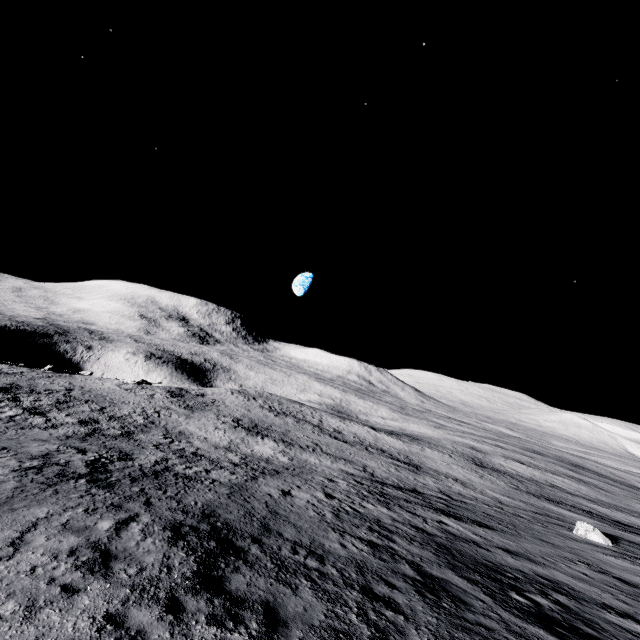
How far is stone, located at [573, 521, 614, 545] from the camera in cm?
2220

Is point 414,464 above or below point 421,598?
below

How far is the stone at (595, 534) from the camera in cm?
2220
